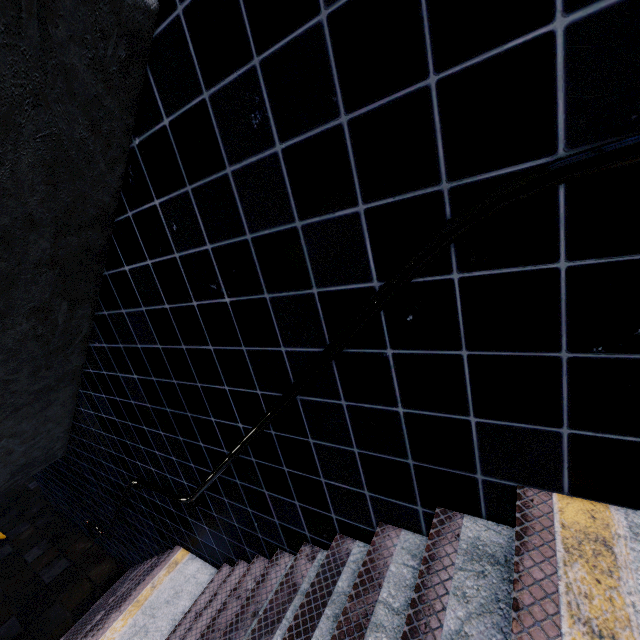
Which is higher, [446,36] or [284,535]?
[446,36]
